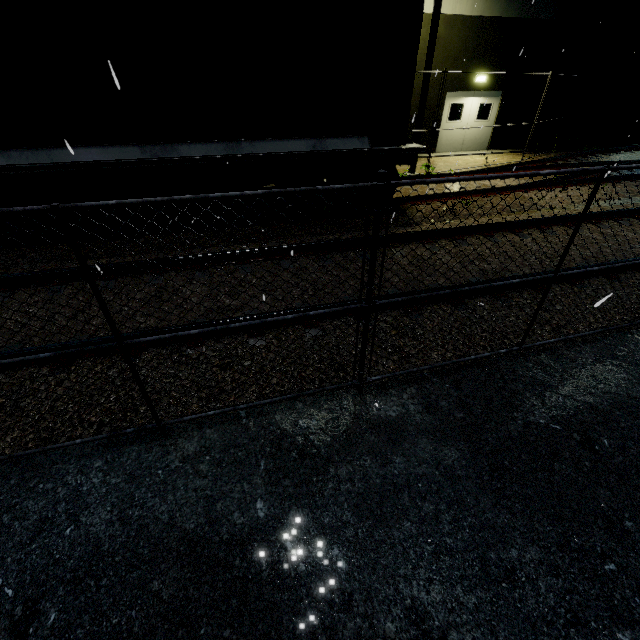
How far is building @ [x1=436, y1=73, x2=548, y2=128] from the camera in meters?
14.3 m

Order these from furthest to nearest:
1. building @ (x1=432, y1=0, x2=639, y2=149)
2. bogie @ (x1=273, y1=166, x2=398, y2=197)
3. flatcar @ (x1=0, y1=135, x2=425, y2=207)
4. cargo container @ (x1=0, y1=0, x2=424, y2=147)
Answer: building @ (x1=432, y1=0, x2=639, y2=149)
bogie @ (x1=273, y1=166, x2=398, y2=197)
flatcar @ (x1=0, y1=135, x2=425, y2=207)
cargo container @ (x1=0, y1=0, x2=424, y2=147)

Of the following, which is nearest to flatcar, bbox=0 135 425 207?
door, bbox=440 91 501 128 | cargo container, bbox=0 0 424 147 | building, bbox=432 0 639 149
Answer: → cargo container, bbox=0 0 424 147

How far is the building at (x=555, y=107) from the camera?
15.2 meters

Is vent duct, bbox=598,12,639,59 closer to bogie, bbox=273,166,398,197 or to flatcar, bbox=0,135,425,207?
bogie, bbox=273,166,398,197

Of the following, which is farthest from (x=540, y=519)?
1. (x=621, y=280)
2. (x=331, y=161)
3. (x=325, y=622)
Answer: (x=331, y=161)

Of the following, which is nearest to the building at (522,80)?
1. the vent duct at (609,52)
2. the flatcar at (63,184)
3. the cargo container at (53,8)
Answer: the vent duct at (609,52)

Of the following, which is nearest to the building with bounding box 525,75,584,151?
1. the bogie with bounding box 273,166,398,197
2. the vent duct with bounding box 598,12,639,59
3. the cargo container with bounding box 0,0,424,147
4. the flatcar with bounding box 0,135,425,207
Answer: the vent duct with bounding box 598,12,639,59
